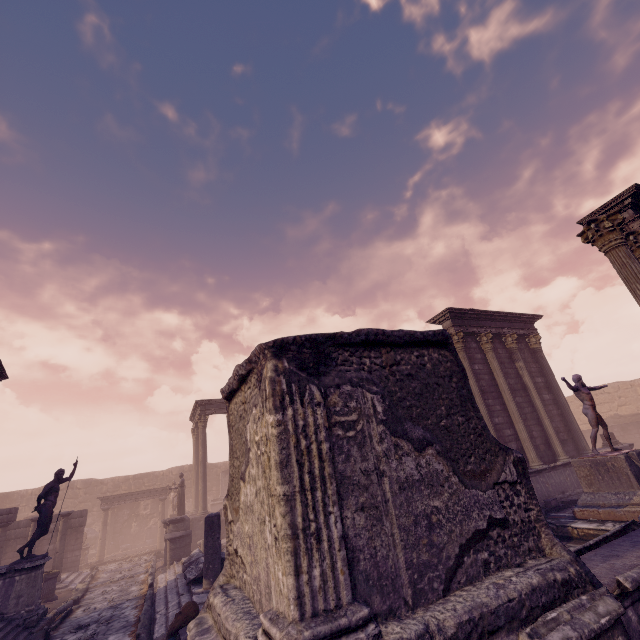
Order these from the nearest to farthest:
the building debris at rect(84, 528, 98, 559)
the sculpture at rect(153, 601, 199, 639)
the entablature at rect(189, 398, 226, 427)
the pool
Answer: the sculpture at rect(153, 601, 199, 639) < the pool < the entablature at rect(189, 398, 226, 427) < the building debris at rect(84, 528, 98, 559)

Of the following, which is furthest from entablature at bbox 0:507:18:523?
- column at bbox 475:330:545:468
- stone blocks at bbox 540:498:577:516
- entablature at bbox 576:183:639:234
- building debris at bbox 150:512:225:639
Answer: entablature at bbox 576:183:639:234

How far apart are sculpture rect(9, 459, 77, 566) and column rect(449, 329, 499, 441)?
14.85m

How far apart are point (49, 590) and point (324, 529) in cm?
1607

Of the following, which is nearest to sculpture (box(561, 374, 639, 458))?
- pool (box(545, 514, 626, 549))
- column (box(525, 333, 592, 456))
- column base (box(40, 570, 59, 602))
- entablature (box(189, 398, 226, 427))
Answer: pool (box(545, 514, 626, 549))

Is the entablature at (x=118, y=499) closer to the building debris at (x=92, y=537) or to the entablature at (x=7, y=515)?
the building debris at (x=92, y=537)

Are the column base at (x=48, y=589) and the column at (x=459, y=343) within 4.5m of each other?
no

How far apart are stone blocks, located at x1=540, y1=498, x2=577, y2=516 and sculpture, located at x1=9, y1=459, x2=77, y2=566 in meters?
15.5
